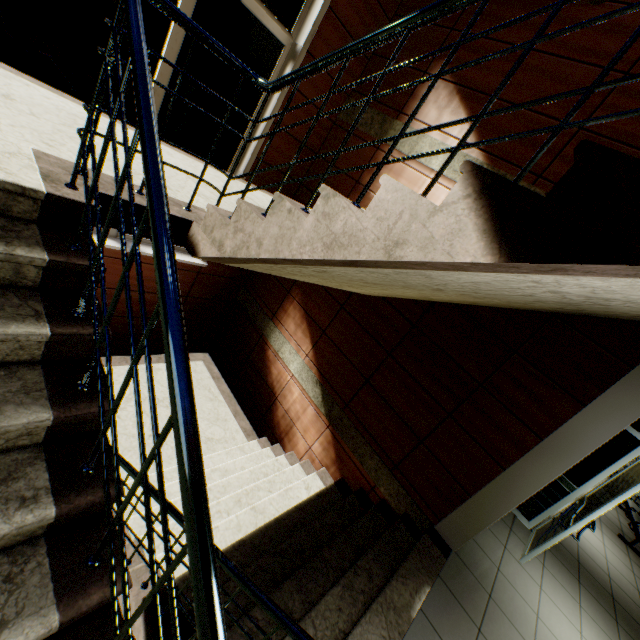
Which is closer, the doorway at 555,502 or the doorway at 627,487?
the doorway at 627,487

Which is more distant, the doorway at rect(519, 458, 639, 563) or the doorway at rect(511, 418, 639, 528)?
the doorway at rect(511, 418, 639, 528)

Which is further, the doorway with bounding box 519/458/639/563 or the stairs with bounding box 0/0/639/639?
the doorway with bounding box 519/458/639/563

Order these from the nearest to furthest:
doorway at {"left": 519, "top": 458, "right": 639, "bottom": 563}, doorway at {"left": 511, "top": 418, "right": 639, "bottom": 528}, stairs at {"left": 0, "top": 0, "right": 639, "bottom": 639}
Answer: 1. stairs at {"left": 0, "top": 0, "right": 639, "bottom": 639}
2. doorway at {"left": 519, "top": 458, "right": 639, "bottom": 563}
3. doorway at {"left": 511, "top": 418, "right": 639, "bottom": 528}

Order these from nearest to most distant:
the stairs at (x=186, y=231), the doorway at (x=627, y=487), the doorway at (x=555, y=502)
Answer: the stairs at (x=186, y=231)
the doorway at (x=627, y=487)
the doorway at (x=555, y=502)

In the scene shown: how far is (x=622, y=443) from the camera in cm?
423
